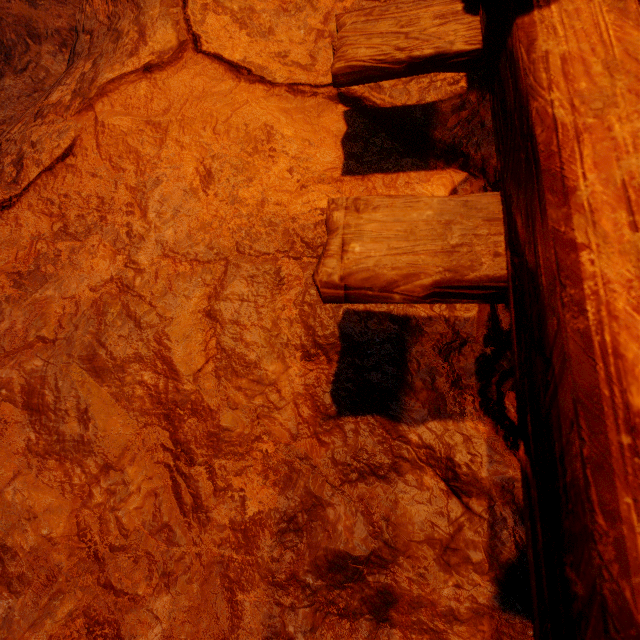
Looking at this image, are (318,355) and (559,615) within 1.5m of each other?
yes

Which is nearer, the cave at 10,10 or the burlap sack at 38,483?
the burlap sack at 38,483

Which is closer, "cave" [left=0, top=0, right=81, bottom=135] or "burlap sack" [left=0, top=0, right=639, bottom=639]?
"burlap sack" [left=0, top=0, right=639, bottom=639]
